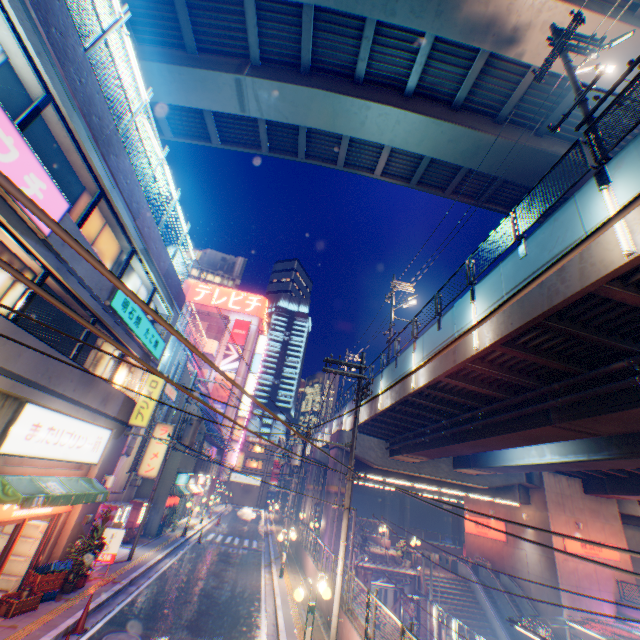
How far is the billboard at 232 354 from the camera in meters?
48.9 m

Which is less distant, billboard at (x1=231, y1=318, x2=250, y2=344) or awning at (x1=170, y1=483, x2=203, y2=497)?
awning at (x1=170, y1=483, x2=203, y2=497)

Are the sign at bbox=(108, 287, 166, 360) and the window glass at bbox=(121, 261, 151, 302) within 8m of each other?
yes

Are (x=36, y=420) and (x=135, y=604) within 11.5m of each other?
yes

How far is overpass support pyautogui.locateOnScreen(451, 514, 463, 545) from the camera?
57.0m

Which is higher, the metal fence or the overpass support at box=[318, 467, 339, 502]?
the metal fence

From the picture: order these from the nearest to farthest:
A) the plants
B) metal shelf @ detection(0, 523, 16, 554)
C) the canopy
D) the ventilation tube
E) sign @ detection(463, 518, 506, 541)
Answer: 1. metal shelf @ detection(0, 523, 16, 554)
2. the plants
3. the canopy
4. the ventilation tube
5. sign @ detection(463, 518, 506, 541)

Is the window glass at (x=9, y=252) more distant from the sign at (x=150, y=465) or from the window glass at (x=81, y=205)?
the sign at (x=150, y=465)
